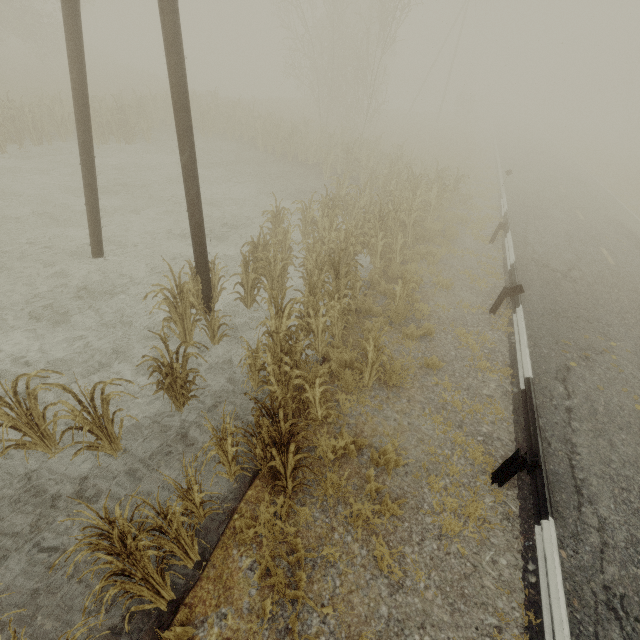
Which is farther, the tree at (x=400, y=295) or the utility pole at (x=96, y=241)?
the tree at (x=400, y=295)

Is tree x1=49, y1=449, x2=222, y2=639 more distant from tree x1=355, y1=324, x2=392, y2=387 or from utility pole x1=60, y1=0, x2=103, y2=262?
utility pole x1=60, y1=0, x2=103, y2=262

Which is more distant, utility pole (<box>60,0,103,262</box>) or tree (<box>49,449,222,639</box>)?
utility pole (<box>60,0,103,262</box>)

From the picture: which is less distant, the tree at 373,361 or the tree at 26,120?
the tree at 373,361

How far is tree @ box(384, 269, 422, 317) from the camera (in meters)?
7.36

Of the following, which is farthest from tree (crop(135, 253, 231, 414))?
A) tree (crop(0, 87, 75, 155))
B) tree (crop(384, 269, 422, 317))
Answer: tree (crop(0, 87, 75, 155))

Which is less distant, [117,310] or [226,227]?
[117,310]

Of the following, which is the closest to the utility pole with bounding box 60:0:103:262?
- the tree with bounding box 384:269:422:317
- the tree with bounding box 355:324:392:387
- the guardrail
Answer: the tree with bounding box 355:324:392:387
